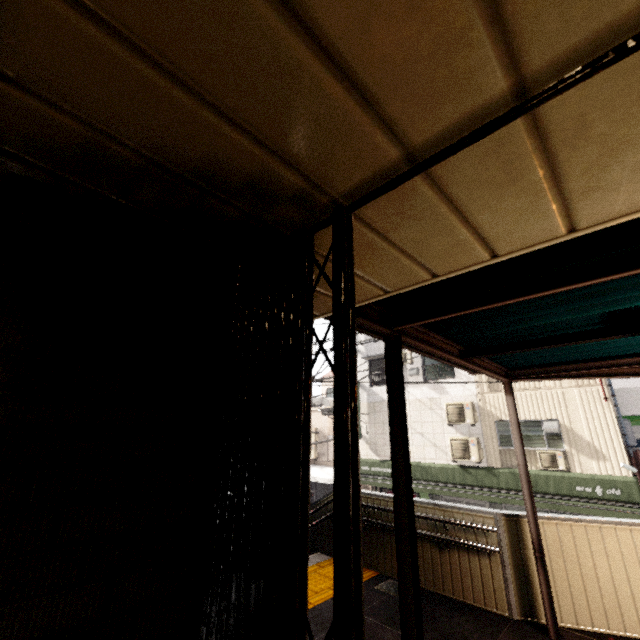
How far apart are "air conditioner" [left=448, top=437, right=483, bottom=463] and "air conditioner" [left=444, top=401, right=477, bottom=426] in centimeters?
38cm

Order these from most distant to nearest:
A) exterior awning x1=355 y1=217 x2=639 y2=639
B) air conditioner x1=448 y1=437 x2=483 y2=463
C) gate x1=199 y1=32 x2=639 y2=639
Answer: air conditioner x1=448 y1=437 x2=483 y2=463 < exterior awning x1=355 y1=217 x2=639 y2=639 < gate x1=199 y1=32 x2=639 y2=639

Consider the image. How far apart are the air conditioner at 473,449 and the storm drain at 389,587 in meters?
8.3

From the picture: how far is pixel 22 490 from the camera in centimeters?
89cm

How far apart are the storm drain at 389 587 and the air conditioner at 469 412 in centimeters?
868cm

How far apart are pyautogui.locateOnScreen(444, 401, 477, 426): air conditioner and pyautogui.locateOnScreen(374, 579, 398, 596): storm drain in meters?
8.7

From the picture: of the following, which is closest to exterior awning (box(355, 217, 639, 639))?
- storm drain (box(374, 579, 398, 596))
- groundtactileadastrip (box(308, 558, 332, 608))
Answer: storm drain (box(374, 579, 398, 596))

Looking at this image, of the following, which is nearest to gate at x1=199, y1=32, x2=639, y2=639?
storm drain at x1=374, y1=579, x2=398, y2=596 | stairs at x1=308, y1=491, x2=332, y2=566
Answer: stairs at x1=308, y1=491, x2=332, y2=566
